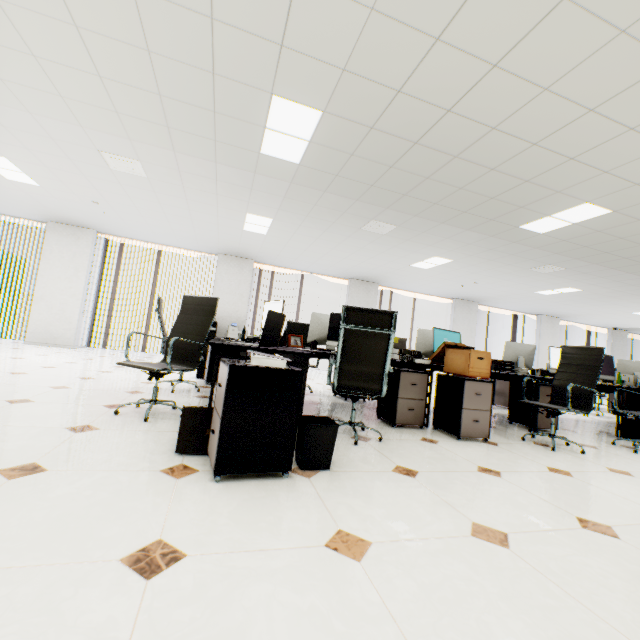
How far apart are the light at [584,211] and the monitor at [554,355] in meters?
1.9

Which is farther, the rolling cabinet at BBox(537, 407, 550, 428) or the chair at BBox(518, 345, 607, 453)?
the rolling cabinet at BBox(537, 407, 550, 428)

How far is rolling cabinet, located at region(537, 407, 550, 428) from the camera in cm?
437

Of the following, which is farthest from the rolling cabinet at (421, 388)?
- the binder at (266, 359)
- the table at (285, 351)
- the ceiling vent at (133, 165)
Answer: the ceiling vent at (133, 165)

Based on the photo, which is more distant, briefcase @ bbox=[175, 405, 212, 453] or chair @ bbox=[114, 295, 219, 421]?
chair @ bbox=[114, 295, 219, 421]

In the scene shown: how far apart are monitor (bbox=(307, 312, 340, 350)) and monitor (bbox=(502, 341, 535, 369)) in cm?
275

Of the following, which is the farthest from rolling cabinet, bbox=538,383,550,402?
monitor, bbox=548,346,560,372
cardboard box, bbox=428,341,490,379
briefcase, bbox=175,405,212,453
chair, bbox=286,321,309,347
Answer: briefcase, bbox=175,405,212,453

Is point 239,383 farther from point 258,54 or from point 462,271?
point 462,271
